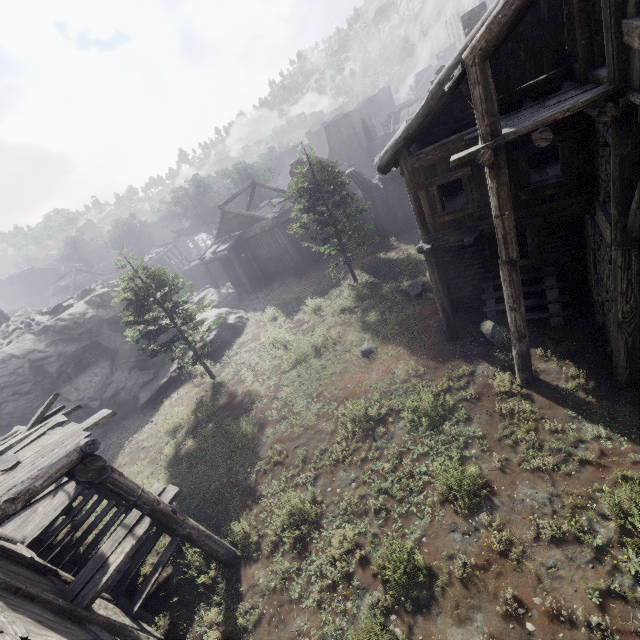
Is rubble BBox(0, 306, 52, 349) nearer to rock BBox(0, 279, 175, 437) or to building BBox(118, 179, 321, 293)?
rock BBox(0, 279, 175, 437)

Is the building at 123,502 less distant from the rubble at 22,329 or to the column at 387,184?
the column at 387,184

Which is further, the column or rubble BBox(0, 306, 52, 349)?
the column

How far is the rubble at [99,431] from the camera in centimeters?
1845cm

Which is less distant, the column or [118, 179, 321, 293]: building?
the column

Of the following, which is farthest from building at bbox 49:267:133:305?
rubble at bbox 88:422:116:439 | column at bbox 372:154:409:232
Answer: rubble at bbox 88:422:116:439

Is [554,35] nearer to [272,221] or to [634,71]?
[634,71]

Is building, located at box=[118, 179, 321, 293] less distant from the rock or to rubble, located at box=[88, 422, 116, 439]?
the rock
